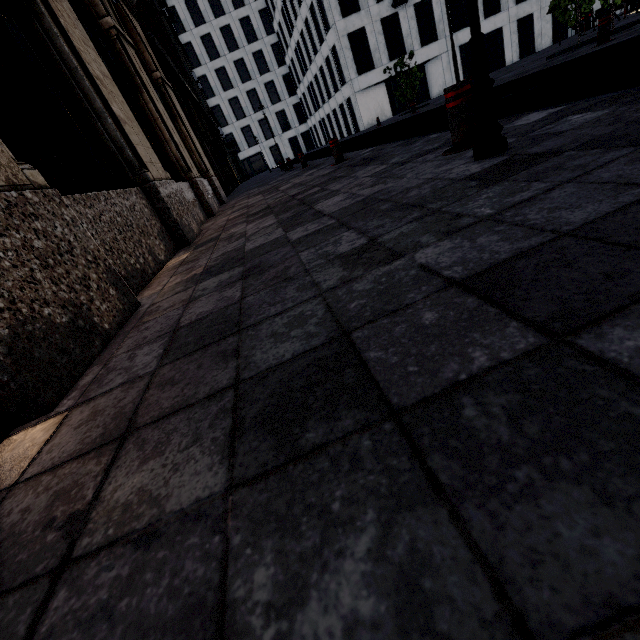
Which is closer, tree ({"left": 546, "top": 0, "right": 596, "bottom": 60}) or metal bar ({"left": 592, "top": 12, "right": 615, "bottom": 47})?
metal bar ({"left": 592, "top": 12, "right": 615, "bottom": 47})

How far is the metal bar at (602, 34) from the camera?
7.4m

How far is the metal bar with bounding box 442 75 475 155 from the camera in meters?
2.9

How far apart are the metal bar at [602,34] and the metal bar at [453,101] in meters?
8.1 m

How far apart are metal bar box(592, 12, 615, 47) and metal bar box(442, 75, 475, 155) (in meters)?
8.13

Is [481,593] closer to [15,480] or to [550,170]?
[15,480]

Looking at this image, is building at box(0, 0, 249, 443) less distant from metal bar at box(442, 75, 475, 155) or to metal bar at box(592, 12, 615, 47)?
metal bar at box(442, 75, 475, 155)

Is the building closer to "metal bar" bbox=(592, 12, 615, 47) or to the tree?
the tree
